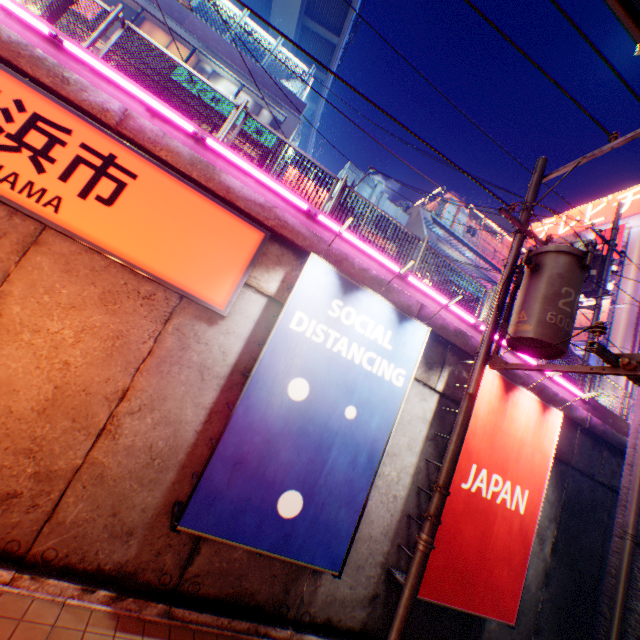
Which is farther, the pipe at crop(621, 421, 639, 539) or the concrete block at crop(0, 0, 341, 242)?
the pipe at crop(621, 421, 639, 539)

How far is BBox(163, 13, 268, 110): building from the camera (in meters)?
16.34

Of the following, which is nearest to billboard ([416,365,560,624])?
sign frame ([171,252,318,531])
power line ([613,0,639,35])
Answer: sign frame ([171,252,318,531])

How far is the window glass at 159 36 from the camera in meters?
16.2 m

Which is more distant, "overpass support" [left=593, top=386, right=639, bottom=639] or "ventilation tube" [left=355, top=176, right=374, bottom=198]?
"ventilation tube" [left=355, top=176, right=374, bottom=198]

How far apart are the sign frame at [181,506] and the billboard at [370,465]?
0.0m

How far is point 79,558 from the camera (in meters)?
4.32

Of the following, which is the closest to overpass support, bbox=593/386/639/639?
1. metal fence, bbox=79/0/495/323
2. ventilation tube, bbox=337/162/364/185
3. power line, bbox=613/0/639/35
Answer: metal fence, bbox=79/0/495/323
